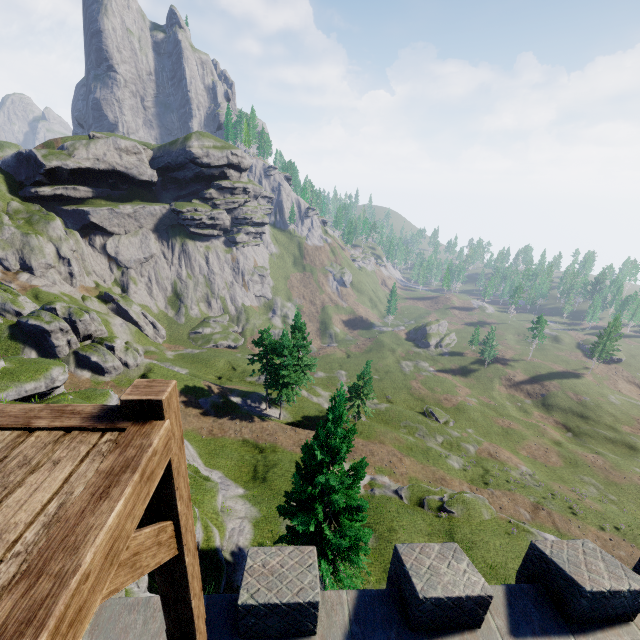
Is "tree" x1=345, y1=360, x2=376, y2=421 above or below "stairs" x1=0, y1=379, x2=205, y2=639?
below

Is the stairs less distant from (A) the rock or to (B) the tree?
(B) the tree

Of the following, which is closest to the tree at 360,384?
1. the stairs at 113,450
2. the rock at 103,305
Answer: the stairs at 113,450

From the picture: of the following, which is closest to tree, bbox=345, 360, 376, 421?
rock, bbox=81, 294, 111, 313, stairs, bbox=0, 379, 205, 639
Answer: stairs, bbox=0, 379, 205, 639

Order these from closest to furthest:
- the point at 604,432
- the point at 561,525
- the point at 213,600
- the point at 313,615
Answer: the point at 313,615 → the point at 213,600 → the point at 561,525 → the point at 604,432

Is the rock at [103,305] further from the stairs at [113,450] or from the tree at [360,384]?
the stairs at [113,450]
